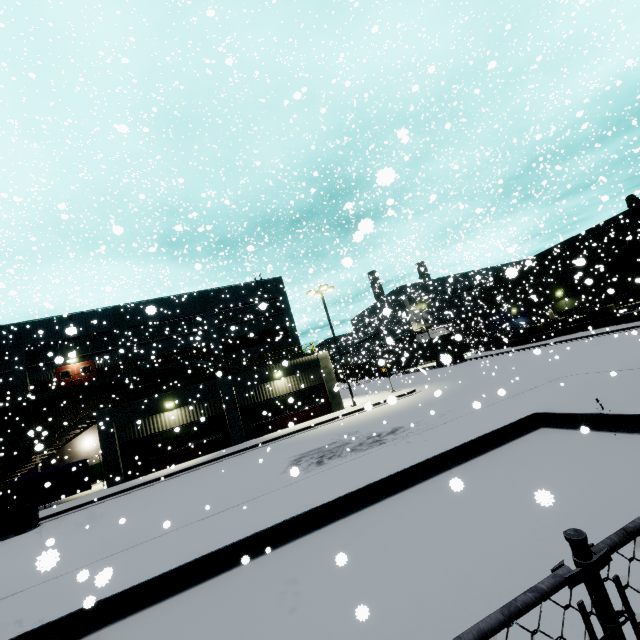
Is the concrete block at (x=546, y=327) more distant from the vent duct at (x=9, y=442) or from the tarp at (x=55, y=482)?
the vent duct at (x=9, y=442)

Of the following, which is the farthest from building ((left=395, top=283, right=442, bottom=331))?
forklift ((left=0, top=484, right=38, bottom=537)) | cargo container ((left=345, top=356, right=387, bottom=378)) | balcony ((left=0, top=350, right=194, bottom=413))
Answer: forklift ((left=0, top=484, right=38, bottom=537))

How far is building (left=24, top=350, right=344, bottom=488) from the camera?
21.4m

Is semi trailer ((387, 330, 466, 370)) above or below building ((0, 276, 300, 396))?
below

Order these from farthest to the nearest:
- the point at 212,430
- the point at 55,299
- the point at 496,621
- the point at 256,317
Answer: the point at 55,299 → the point at 256,317 → the point at 212,430 → the point at 496,621

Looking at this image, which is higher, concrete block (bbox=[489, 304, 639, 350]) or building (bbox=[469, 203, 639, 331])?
building (bbox=[469, 203, 639, 331])

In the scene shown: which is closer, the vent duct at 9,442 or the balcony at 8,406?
the vent duct at 9,442
